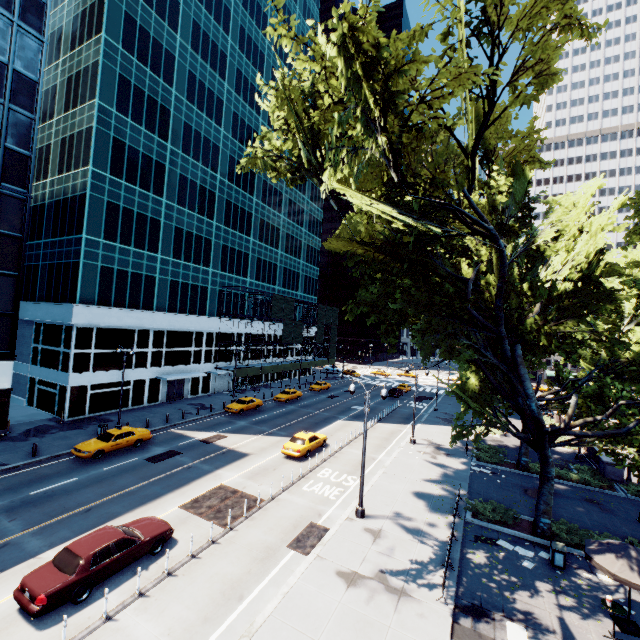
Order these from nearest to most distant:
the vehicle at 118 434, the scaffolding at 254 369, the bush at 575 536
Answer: the bush at 575 536 < the vehicle at 118 434 < the scaffolding at 254 369

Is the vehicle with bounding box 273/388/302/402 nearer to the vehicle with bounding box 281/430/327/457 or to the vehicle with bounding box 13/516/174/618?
the vehicle with bounding box 281/430/327/457

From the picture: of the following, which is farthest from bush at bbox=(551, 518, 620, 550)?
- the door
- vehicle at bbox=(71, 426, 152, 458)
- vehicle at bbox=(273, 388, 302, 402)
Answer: the door

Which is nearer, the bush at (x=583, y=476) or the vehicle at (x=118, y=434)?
the vehicle at (x=118, y=434)

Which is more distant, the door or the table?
the door

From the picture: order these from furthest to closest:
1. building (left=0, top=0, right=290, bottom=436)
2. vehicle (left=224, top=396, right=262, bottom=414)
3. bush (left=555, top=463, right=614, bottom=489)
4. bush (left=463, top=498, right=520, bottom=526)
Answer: vehicle (left=224, top=396, right=262, bottom=414) < building (left=0, top=0, right=290, bottom=436) < bush (left=555, top=463, right=614, bottom=489) < bush (left=463, top=498, right=520, bottom=526)

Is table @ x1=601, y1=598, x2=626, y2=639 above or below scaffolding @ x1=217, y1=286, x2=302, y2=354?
below

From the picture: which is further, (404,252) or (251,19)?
(251,19)
